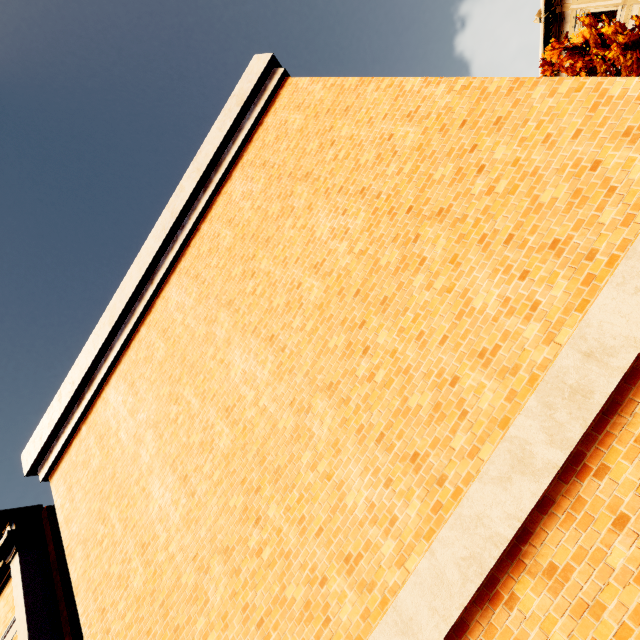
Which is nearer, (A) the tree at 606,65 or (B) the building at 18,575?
(B) the building at 18,575

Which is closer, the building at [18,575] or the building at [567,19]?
the building at [18,575]

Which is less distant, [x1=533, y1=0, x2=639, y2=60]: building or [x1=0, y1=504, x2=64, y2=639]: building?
[x1=0, y1=504, x2=64, y2=639]: building

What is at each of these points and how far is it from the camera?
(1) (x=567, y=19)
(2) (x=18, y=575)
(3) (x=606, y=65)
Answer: (1) building, 17.9m
(2) building, 5.7m
(3) tree, 13.9m

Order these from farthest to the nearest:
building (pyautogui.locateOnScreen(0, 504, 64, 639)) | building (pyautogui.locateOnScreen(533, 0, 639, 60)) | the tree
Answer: building (pyautogui.locateOnScreen(533, 0, 639, 60)), the tree, building (pyautogui.locateOnScreen(0, 504, 64, 639))

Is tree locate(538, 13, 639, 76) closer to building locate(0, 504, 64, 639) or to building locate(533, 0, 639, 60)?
building locate(533, 0, 639, 60)

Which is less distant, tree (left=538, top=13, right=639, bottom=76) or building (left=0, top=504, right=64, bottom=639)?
building (left=0, top=504, right=64, bottom=639)
